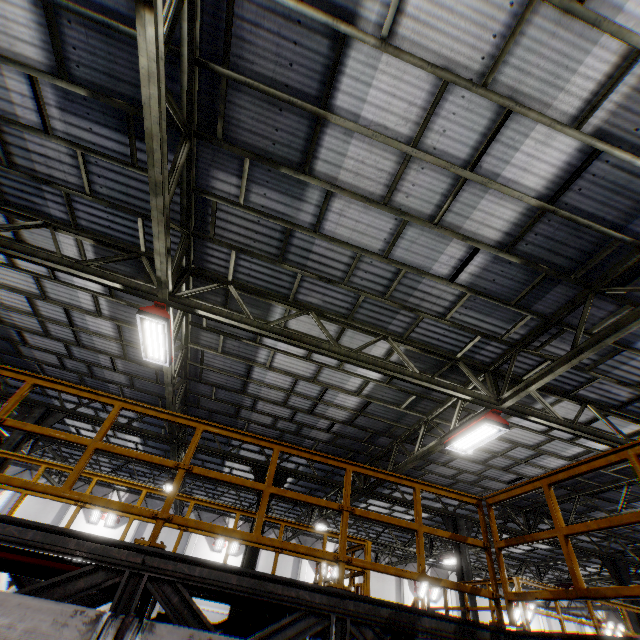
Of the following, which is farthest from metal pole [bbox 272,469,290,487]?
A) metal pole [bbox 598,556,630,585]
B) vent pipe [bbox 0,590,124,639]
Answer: metal pole [bbox 598,556,630,585]

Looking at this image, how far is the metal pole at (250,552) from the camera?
9.9 meters

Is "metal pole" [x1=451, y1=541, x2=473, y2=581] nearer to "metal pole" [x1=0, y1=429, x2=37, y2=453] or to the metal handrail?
the metal handrail

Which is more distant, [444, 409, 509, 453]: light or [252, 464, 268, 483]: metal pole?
[252, 464, 268, 483]: metal pole

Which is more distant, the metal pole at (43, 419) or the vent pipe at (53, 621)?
the metal pole at (43, 419)

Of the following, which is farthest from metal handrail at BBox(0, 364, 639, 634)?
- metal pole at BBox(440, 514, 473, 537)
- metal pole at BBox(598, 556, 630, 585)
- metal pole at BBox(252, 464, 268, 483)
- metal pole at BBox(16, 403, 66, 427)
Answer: metal pole at BBox(598, 556, 630, 585)

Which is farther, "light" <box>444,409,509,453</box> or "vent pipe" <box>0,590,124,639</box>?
"light" <box>444,409,509,453</box>

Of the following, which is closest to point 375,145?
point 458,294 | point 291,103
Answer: point 291,103
